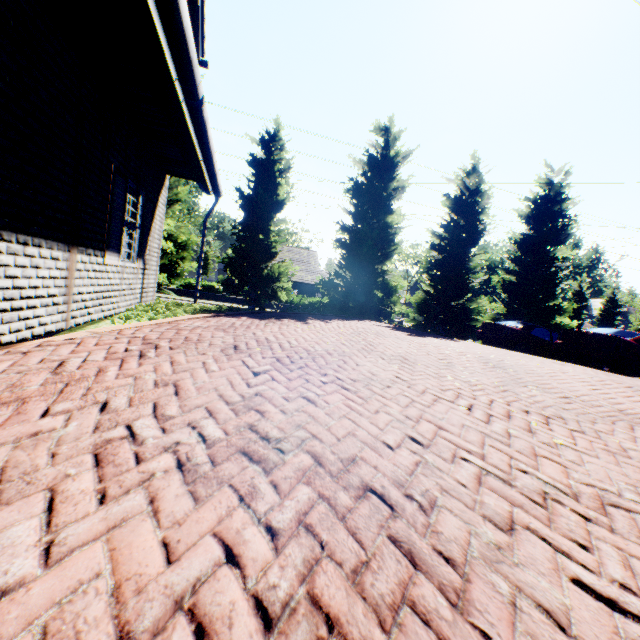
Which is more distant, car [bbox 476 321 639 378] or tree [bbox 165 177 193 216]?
tree [bbox 165 177 193 216]

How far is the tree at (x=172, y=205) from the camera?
14.2m

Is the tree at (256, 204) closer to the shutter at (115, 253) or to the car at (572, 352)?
the car at (572, 352)

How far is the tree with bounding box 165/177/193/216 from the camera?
14.18m

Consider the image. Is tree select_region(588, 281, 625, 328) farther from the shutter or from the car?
the shutter

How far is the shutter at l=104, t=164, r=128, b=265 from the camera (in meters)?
5.31

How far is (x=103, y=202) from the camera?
5.05m
